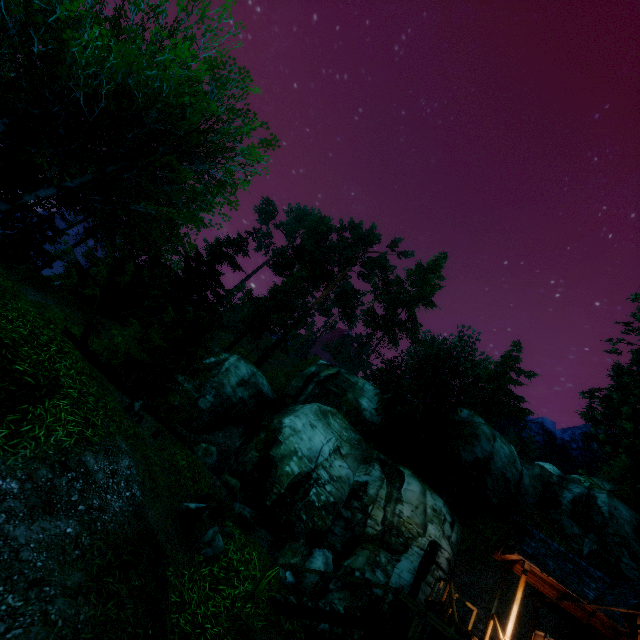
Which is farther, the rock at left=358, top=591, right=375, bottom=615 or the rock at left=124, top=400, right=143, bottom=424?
the rock at left=358, top=591, right=375, bottom=615

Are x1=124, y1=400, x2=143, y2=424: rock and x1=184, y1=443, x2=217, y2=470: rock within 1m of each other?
no

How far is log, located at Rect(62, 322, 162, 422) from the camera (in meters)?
12.79

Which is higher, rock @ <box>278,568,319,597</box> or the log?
the log

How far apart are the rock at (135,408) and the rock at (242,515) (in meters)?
6.90

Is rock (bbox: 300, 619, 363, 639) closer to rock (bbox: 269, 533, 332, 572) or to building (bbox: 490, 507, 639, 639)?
rock (bbox: 269, 533, 332, 572)

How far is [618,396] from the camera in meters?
10.8 m

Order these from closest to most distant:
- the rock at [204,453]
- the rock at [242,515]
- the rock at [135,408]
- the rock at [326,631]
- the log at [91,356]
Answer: the rock at [135,408] → the rock at [326,631] → the log at [91,356] → the rock at [242,515] → the rock at [204,453]
